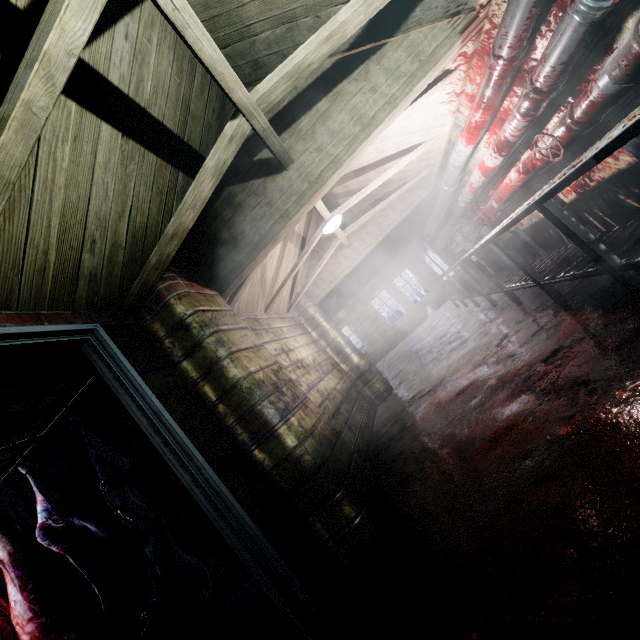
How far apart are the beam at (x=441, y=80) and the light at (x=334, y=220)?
0.0 meters

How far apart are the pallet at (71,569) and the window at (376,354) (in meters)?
7.00

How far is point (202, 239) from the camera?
2.72m

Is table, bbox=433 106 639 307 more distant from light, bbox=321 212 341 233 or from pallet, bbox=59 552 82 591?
pallet, bbox=59 552 82 591

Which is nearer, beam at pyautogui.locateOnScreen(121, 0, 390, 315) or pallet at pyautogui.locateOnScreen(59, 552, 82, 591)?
beam at pyautogui.locateOnScreen(121, 0, 390, 315)

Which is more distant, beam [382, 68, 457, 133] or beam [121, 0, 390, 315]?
beam [382, 68, 457, 133]

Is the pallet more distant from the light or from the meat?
the light

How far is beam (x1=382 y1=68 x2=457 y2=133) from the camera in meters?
2.7
